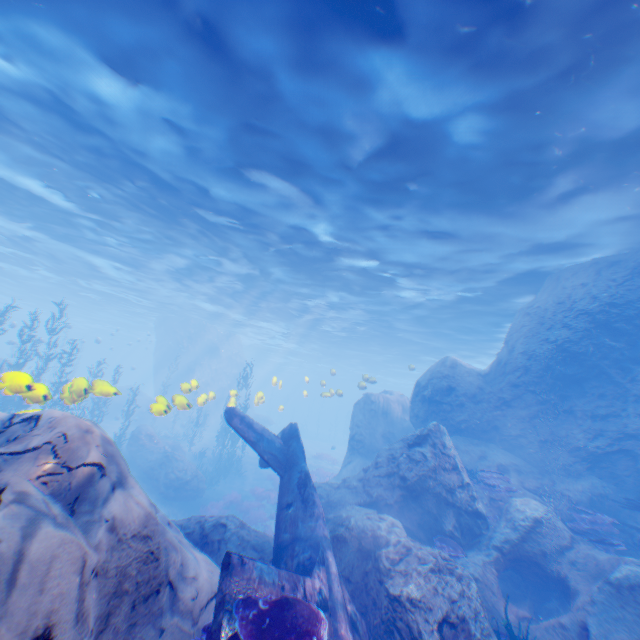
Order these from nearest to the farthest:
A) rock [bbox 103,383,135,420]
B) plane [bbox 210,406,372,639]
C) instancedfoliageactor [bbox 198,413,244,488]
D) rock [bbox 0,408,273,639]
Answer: rock [bbox 0,408,273,639] → plane [bbox 210,406,372,639] → instancedfoliageactor [bbox 198,413,244,488] → rock [bbox 103,383,135,420]

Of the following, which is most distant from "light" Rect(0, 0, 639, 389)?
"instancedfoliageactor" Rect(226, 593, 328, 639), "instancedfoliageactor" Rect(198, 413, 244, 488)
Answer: "instancedfoliageactor" Rect(198, 413, 244, 488)

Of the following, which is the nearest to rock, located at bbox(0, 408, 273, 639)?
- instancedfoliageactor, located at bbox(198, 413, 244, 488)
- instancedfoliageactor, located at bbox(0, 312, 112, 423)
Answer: instancedfoliageactor, located at bbox(0, 312, 112, 423)

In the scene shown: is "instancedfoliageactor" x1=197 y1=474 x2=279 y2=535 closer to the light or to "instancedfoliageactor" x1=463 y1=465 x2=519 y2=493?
the light

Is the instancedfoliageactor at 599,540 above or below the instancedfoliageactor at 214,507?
above

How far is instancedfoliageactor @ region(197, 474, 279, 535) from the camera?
18.0 meters

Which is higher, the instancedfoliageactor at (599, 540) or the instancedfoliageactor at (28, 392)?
the instancedfoliageactor at (28, 392)

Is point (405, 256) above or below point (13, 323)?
above
